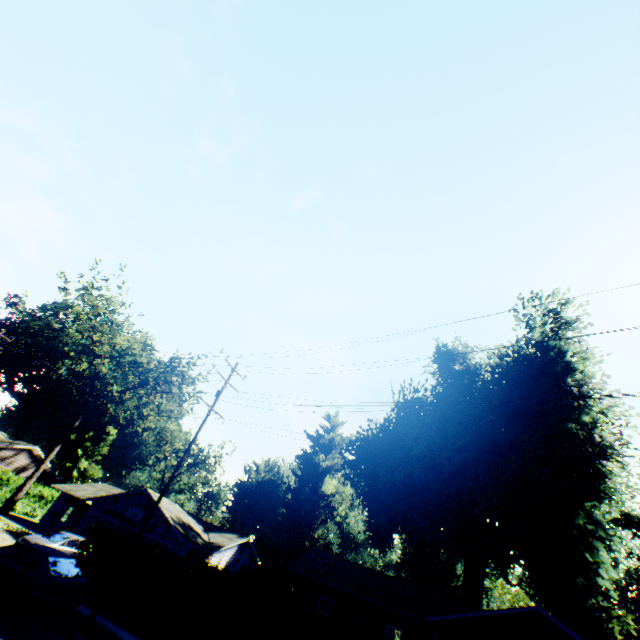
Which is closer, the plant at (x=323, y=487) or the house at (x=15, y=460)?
the plant at (x=323, y=487)

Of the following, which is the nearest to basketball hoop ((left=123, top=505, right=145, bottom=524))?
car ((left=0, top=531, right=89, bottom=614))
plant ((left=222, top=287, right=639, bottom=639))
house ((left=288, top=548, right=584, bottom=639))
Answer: house ((left=288, top=548, right=584, bottom=639))

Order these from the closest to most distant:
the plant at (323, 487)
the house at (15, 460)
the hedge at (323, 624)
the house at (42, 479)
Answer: the hedge at (323, 624), the plant at (323, 487), the house at (15, 460), the house at (42, 479)

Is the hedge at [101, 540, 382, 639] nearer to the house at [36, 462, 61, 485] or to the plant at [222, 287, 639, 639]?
the house at [36, 462, 61, 485]

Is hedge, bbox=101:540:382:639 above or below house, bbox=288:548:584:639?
below

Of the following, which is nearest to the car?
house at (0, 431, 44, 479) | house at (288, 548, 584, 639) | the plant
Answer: house at (288, 548, 584, 639)

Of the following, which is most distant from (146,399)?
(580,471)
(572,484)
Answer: (580,471)

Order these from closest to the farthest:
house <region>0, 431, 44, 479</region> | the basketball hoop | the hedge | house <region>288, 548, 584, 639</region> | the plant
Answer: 1. the hedge
2. house <region>288, 548, 584, 639</region>
3. the plant
4. the basketball hoop
5. house <region>0, 431, 44, 479</region>
